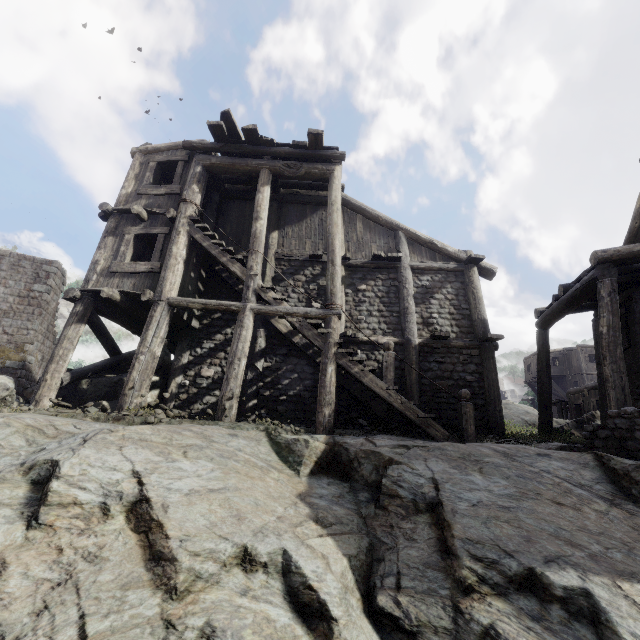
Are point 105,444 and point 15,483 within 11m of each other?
yes

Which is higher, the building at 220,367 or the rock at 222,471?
the building at 220,367

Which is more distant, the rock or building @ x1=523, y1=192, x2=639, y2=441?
building @ x1=523, y1=192, x2=639, y2=441

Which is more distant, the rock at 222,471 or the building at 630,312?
the building at 630,312

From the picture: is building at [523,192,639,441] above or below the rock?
above
